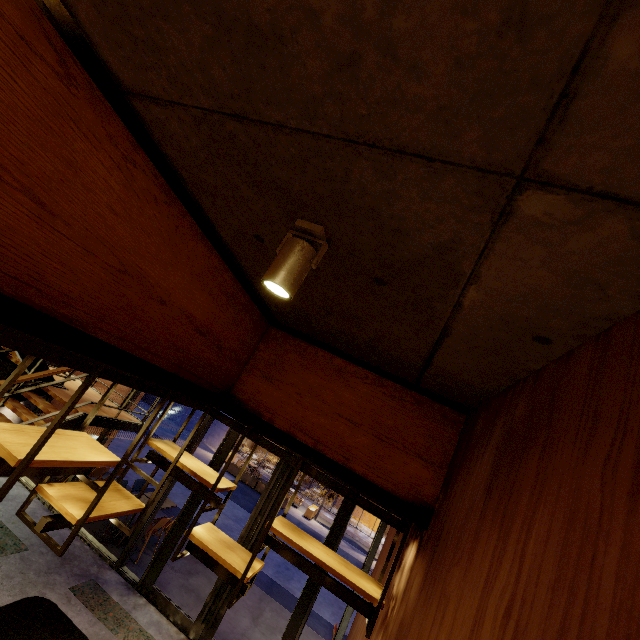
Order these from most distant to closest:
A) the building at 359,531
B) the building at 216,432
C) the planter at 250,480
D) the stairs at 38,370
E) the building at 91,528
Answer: the building at 216,432
the building at 359,531
the planter at 250,480
the building at 91,528
the stairs at 38,370

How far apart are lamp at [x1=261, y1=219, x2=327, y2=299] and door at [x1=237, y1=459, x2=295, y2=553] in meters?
5.5 m

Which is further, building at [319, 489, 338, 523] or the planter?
building at [319, 489, 338, 523]

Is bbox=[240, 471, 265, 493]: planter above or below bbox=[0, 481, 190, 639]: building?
below

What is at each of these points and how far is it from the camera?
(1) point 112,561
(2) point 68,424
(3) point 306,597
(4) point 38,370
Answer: (1) window frame, 6.01m
(2) stairs, 5.19m
(3) door, 5.35m
(4) stairs, 5.93m

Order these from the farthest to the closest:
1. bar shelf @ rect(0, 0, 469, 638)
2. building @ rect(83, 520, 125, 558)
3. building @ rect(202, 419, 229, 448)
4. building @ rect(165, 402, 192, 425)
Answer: building @ rect(165, 402, 192, 425)
building @ rect(202, 419, 229, 448)
building @ rect(83, 520, 125, 558)
bar shelf @ rect(0, 0, 469, 638)

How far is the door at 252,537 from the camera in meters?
5.8

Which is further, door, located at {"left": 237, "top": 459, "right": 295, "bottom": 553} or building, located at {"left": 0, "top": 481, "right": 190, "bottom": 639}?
door, located at {"left": 237, "top": 459, "right": 295, "bottom": 553}
